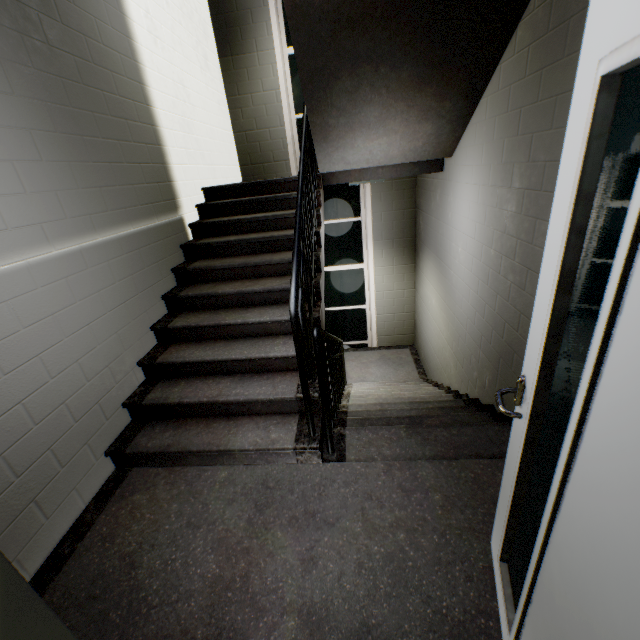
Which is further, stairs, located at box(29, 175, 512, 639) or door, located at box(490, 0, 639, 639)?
stairs, located at box(29, 175, 512, 639)

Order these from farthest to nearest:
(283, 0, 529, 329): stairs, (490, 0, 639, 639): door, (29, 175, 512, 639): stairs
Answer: (283, 0, 529, 329): stairs < (29, 175, 512, 639): stairs < (490, 0, 639, 639): door

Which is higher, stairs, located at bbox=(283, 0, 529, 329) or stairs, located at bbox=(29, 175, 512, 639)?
stairs, located at bbox=(283, 0, 529, 329)

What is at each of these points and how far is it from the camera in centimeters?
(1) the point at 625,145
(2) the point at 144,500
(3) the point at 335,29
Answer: (1) door, 62cm
(2) stairs, 204cm
(3) stairs, 208cm

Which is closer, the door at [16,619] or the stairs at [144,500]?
the door at [16,619]

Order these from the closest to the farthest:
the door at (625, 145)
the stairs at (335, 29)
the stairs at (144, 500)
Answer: the door at (625, 145) < the stairs at (144, 500) < the stairs at (335, 29)

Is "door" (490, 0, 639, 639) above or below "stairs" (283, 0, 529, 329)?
below
